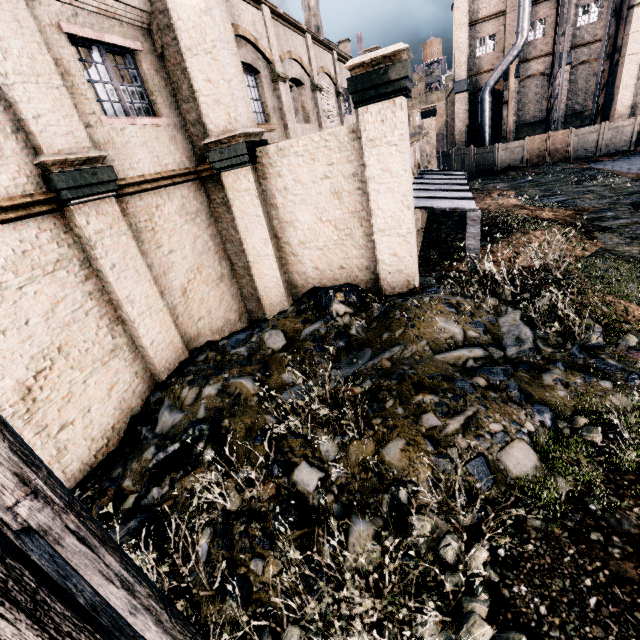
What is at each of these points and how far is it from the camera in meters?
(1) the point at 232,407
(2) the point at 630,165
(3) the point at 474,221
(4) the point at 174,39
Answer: (1) stone debris, 6.9
(2) wooden scaffolding, 26.0
(3) metal beam, 9.5
(4) building, 9.0

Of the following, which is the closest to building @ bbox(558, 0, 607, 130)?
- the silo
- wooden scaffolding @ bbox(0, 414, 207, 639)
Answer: the silo

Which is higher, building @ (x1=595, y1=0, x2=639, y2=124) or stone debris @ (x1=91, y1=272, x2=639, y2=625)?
building @ (x1=595, y1=0, x2=639, y2=124)

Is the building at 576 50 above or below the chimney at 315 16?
below

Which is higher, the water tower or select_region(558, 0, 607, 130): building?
the water tower

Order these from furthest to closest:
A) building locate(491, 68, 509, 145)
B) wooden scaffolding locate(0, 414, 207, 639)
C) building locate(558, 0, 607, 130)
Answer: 1. building locate(491, 68, 509, 145)
2. building locate(558, 0, 607, 130)
3. wooden scaffolding locate(0, 414, 207, 639)

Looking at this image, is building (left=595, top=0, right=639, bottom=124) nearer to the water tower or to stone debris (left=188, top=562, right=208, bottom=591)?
the water tower

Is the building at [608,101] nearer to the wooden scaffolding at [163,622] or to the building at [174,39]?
the building at [174,39]
